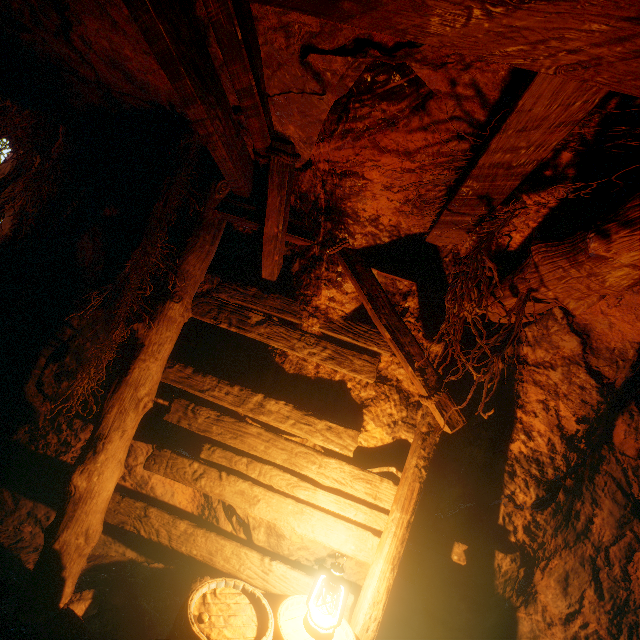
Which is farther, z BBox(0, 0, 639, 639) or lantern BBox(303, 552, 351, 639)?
lantern BBox(303, 552, 351, 639)

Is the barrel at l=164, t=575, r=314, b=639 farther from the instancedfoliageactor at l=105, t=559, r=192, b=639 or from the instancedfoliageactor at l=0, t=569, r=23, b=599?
the instancedfoliageactor at l=0, t=569, r=23, b=599

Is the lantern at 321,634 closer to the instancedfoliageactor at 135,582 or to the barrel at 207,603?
the barrel at 207,603

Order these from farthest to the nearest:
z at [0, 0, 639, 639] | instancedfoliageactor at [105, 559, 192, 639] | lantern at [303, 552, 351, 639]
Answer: instancedfoliageactor at [105, 559, 192, 639]
lantern at [303, 552, 351, 639]
z at [0, 0, 639, 639]

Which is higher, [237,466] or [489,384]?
[489,384]

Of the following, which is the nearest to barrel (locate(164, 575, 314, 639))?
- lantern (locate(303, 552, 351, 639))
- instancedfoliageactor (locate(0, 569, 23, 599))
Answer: lantern (locate(303, 552, 351, 639))

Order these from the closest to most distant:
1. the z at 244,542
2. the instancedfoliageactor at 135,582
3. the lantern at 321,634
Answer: the z at 244,542 → the lantern at 321,634 → the instancedfoliageactor at 135,582

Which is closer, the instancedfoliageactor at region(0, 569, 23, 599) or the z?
the z
